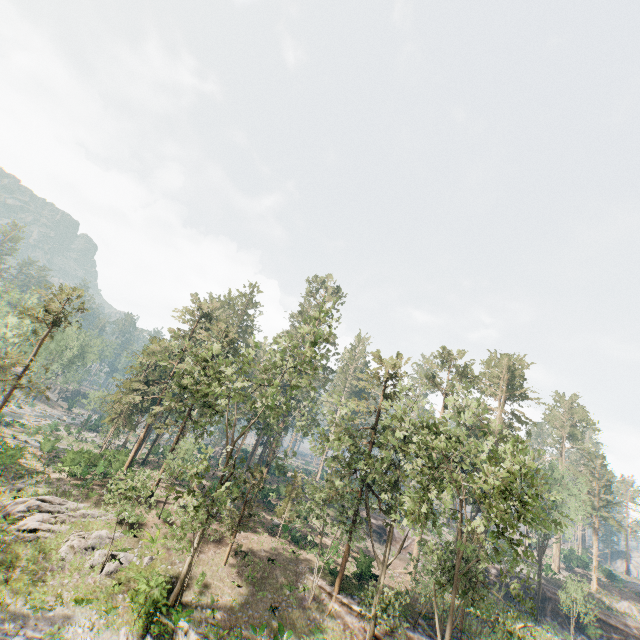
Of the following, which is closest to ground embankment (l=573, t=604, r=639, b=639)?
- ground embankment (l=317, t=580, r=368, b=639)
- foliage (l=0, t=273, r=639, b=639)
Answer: foliage (l=0, t=273, r=639, b=639)

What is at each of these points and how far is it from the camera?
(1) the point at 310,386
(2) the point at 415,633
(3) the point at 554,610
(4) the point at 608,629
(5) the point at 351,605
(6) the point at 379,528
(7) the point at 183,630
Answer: (1) foliage, 26.4m
(2) ground embankment, 24.5m
(3) ground embankment, 42.8m
(4) ground embankment, 41.3m
(5) ground embankment, 25.0m
(6) ground embankment, 49.5m
(7) foliage, 19.9m

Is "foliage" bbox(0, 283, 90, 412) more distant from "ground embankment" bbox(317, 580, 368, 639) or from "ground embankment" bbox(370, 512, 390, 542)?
"ground embankment" bbox(370, 512, 390, 542)

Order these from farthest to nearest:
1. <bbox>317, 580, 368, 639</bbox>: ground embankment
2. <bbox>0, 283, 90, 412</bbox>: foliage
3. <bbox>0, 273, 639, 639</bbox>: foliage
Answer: <bbox>0, 283, 90, 412</bbox>: foliage < <bbox>317, 580, 368, 639</bbox>: ground embankment < <bbox>0, 273, 639, 639</bbox>: foliage

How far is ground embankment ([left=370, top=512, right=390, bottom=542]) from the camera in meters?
48.8 m

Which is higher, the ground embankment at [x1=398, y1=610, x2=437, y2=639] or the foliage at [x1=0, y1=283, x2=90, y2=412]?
the foliage at [x1=0, y1=283, x2=90, y2=412]

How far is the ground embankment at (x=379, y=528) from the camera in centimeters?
4882cm
